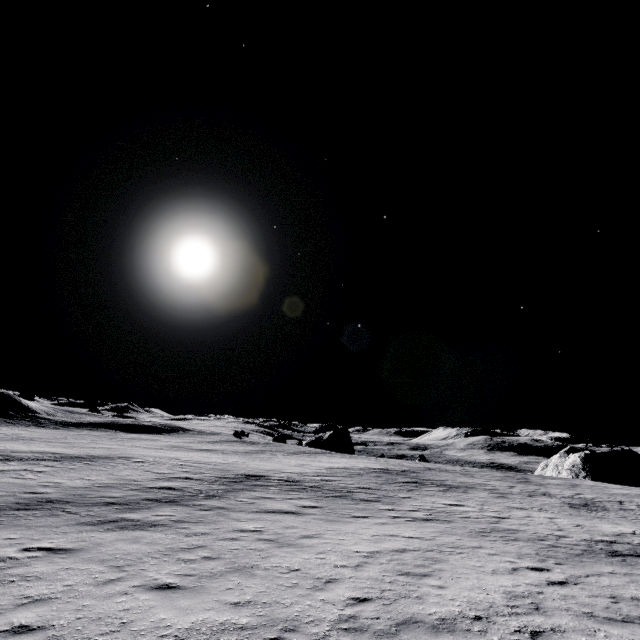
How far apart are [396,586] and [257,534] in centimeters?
526cm
